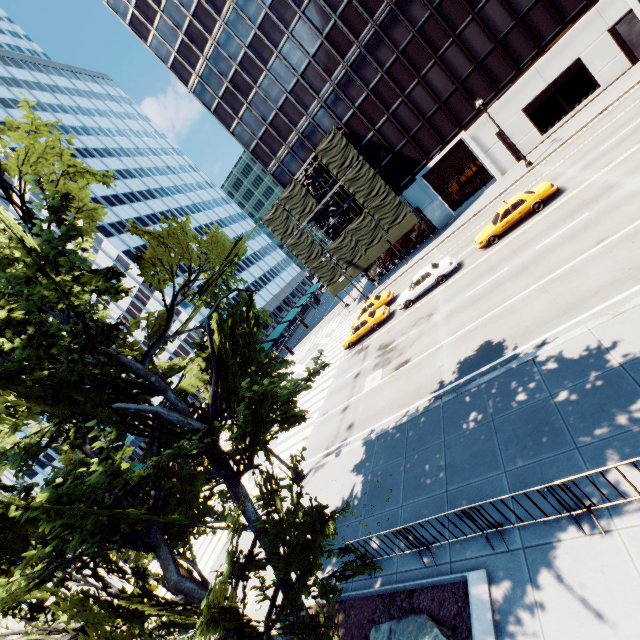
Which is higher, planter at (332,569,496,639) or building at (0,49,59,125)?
building at (0,49,59,125)

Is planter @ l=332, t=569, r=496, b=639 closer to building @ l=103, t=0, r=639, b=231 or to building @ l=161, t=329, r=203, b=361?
building @ l=103, t=0, r=639, b=231

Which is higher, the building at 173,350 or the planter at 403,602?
the building at 173,350

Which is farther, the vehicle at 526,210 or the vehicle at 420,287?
the vehicle at 420,287

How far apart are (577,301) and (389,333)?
13.15m

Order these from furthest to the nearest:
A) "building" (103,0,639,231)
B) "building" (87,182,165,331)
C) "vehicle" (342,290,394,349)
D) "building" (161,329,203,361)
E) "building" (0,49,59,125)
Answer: "building" (161,329,203,361) < "building" (0,49,59,125) < "building" (87,182,165,331) < "building" (103,0,639,231) < "vehicle" (342,290,394,349)

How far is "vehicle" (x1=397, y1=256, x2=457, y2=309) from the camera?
22.5 meters

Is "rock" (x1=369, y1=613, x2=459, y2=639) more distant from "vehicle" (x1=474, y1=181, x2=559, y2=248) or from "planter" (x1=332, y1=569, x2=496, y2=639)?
"vehicle" (x1=474, y1=181, x2=559, y2=248)
